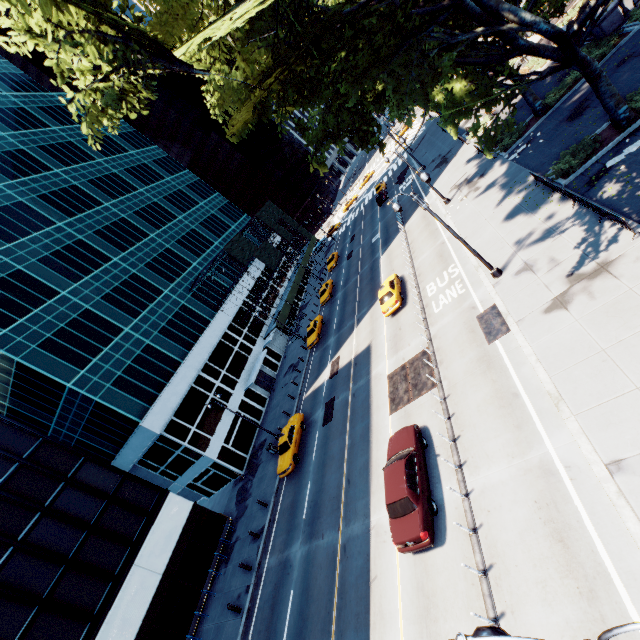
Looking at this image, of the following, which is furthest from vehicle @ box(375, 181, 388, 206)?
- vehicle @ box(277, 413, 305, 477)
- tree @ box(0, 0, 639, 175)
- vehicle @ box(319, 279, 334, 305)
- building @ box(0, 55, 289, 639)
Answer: vehicle @ box(277, 413, 305, 477)

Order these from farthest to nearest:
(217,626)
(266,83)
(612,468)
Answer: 1. (217,626)
2. (266,83)
3. (612,468)

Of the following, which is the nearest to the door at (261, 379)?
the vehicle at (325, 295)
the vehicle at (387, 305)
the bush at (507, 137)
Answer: the vehicle at (325, 295)

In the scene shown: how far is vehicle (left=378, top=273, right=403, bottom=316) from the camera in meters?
25.1

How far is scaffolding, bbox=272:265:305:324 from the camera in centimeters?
4588cm

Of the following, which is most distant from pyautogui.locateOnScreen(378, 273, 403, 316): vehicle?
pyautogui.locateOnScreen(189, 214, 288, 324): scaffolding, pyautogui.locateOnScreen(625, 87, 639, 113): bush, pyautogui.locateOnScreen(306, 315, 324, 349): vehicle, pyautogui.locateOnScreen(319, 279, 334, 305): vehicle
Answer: pyautogui.locateOnScreen(189, 214, 288, 324): scaffolding

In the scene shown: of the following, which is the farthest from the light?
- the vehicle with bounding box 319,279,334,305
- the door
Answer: the door

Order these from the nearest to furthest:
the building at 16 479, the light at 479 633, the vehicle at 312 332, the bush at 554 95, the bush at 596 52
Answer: the light at 479 633 < the building at 16 479 < the bush at 596 52 < the bush at 554 95 < the vehicle at 312 332
